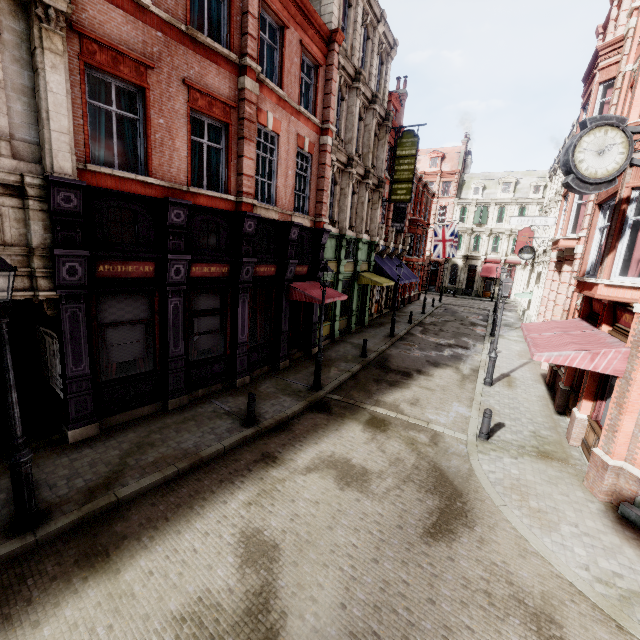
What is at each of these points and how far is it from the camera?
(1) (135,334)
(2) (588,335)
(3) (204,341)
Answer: (1) sign, 9.1 meters
(2) awning, 8.9 meters
(3) sign, 10.9 meters

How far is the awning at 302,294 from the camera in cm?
1307

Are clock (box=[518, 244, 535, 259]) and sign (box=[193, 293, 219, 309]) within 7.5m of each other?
no

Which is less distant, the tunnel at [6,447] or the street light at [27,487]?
the street light at [27,487]

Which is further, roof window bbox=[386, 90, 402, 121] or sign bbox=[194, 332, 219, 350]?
roof window bbox=[386, 90, 402, 121]

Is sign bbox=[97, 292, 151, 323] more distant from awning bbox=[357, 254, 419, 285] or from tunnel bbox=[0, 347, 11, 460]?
awning bbox=[357, 254, 419, 285]

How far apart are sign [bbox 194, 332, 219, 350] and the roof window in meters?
21.1 m

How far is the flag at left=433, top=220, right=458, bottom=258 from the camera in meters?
28.8 m
